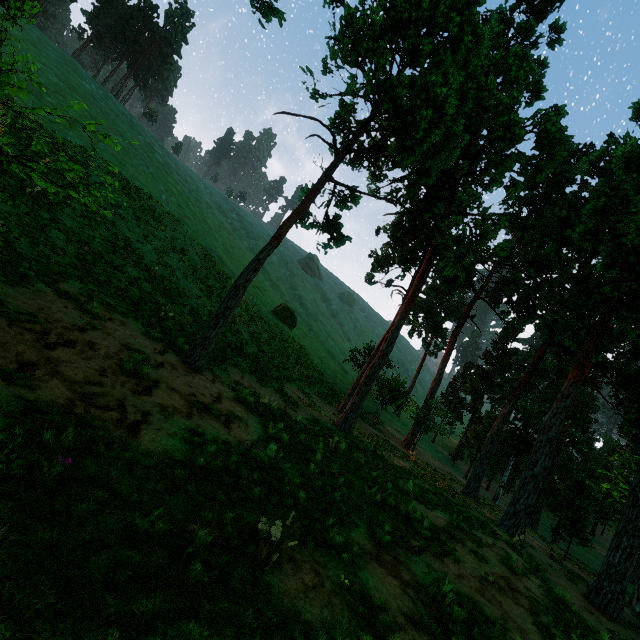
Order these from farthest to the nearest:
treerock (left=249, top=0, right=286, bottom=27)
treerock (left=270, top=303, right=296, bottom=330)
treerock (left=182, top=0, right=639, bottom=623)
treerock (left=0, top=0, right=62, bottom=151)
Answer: treerock (left=270, top=303, right=296, bottom=330) → treerock (left=182, top=0, right=639, bottom=623) → treerock (left=249, top=0, right=286, bottom=27) → treerock (left=0, top=0, right=62, bottom=151)

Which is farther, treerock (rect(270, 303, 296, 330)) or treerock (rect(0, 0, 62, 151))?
treerock (rect(270, 303, 296, 330))

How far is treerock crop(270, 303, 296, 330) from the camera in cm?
4353

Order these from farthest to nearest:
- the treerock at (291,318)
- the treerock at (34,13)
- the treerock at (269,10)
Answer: → the treerock at (291,318) < the treerock at (269,10) < the treerock at (34,13)

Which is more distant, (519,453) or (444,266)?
(519,453)

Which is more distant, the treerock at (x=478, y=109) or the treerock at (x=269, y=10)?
the treerock at (x=478, y=109)
